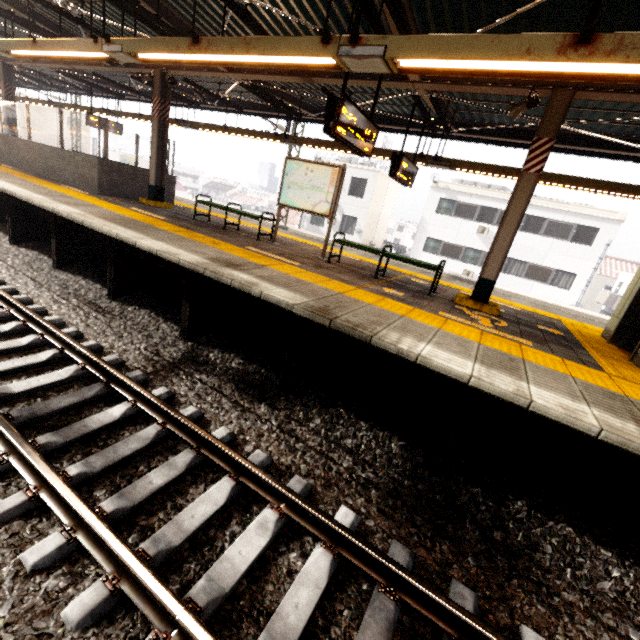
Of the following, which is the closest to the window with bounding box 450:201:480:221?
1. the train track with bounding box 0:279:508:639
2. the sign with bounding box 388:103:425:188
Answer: the sign with bounding box 388:103:425:188

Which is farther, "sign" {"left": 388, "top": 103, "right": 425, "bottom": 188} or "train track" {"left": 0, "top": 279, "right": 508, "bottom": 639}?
"sign" {"left": 388, "top": 103, "right": 425, "bottom": 188}

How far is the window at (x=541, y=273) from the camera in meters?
22.0

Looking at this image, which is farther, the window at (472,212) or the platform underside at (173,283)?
the window at (472,212)

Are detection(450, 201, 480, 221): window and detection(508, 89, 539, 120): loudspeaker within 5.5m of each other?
no

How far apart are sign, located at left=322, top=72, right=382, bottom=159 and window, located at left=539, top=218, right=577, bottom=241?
21.4m

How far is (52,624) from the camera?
1.75m

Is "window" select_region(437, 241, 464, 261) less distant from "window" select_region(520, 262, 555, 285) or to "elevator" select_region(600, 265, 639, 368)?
"window" select_region(520, 262, 555, 285)
